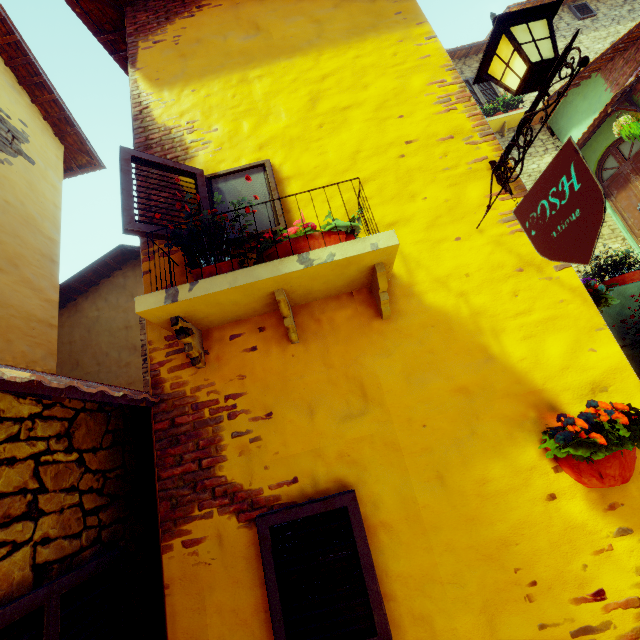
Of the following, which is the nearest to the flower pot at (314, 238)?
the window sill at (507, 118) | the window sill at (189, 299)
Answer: the window sill at (189, 299)

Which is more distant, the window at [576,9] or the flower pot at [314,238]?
the window at [576,9]

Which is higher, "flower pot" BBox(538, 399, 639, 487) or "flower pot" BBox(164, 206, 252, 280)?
A: "flower pot" BBox(164, 206, 252, 280)

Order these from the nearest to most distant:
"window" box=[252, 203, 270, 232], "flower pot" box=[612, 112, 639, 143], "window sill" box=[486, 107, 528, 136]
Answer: "window" box=[252, 203, 270, 232], "flower pot" box=[612, 112, 639, 143], "window sill" box=[486, 107, 528, 136]

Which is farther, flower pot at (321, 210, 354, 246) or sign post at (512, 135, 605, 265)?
flower pot at (321, 210, 354, 246)

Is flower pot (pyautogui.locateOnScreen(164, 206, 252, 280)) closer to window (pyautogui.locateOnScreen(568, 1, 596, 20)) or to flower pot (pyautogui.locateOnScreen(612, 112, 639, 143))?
flower pot (pyautogui.locateOnScreen(612, 112, 639, 143))

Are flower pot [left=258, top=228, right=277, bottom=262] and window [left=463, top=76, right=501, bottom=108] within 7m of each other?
no

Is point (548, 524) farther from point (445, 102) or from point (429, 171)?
point (445, 102)
